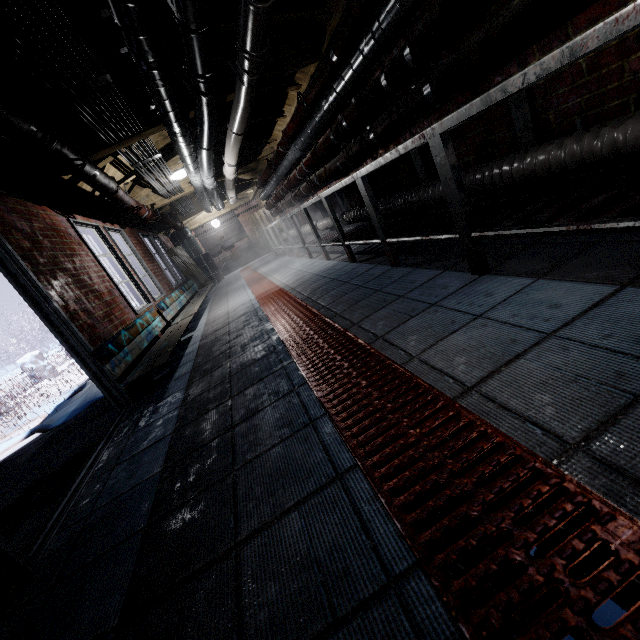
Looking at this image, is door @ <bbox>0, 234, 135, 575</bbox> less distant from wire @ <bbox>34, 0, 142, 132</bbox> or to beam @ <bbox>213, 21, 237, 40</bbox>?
beam @ <bbox>213, 21, 237, 40</bbox>

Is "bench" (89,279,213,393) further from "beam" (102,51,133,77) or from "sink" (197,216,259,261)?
"sink" (197,216,259,261)

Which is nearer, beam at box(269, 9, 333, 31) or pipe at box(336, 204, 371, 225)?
beam at box(269, 9, 333, 31)

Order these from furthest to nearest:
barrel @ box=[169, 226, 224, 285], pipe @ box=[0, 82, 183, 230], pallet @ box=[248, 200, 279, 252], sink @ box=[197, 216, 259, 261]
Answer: sink @ box=[197, 216, 259, 261]
pallet @ box=[248, 200, 279, 252]
barrel @ box=[169, 226, 224, 285]
pipe @ box=[0, 82, 183, 230]

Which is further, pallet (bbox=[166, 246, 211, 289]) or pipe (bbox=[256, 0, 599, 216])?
pallet (bbox=[166, 246, 211, 289])

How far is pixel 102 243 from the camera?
4.47m

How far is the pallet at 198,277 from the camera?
8.5m

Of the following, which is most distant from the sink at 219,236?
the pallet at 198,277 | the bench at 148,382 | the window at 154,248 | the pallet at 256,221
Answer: the bench at 148,382
